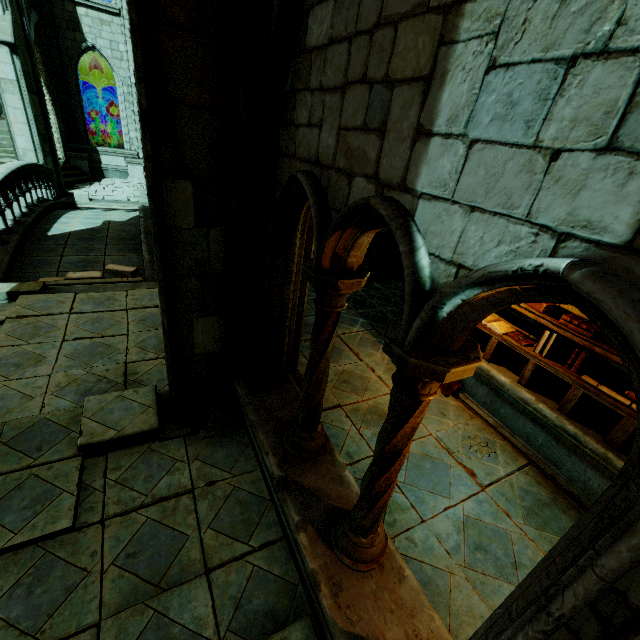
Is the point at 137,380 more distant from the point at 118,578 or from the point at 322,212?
the point at 322,212

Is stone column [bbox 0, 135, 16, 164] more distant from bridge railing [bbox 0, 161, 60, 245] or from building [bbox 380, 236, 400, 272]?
building [bbox 380, 236, 400, 272]

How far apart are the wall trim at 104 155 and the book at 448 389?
20.22m

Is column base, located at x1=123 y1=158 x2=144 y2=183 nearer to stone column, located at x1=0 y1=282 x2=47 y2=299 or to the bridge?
the bridge

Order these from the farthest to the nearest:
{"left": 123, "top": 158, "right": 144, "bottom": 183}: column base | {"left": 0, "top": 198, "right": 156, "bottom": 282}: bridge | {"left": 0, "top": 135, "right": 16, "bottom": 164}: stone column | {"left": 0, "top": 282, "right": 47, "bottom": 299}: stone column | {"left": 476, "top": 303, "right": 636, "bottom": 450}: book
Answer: {"left": 123, "top": 158, "right": 144, "bottom": 183}: column base
{"left": 0, "top": 135, "right": 16, "bottom": 164}: stone column
{"left": 0, "top": 198, "right": 156, "bottom": 282}: bridge
{"left": 0, "top": 282, "right": 47, "bottom": 299}: stone column
{"left": 476, "top": 303, "right": 636, "bottom": 450}: book

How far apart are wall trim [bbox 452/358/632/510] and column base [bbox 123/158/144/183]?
19.2 meters

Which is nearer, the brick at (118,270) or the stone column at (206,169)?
the stone column at (206,169)

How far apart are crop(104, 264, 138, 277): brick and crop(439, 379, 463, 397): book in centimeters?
750cm
